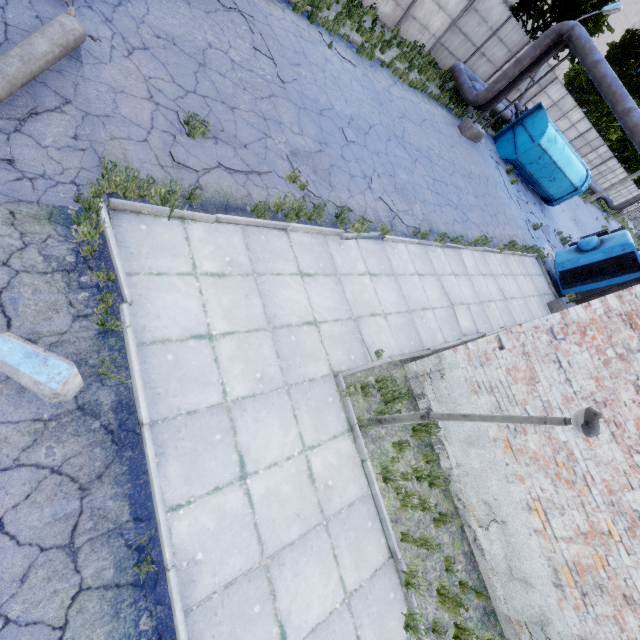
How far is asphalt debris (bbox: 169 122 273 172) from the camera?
5.5m

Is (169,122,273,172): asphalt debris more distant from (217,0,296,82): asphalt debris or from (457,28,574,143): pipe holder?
(457,28,574,143): pipe holder

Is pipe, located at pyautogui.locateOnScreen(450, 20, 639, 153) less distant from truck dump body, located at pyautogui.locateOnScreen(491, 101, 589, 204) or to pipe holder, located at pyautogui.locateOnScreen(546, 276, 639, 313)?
pipe holder, located at pyautogui.locateOnScreen(546, 276, 639, 313)

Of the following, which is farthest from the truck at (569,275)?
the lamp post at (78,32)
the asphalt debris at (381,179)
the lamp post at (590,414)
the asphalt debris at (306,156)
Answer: the lamp post at (78,32)

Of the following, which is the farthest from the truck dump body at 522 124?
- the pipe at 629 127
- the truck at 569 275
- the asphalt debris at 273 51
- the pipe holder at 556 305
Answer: the asphalt debris at 273 51

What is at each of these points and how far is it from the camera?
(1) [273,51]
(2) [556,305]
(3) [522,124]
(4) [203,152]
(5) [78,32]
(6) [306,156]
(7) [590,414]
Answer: (1) asphalt debris, 8.62m
(2) pipe holder, 14.06m
(3) truck dump body, 18.64m
(4) asphalt debris, 5.86m
(5) lamp post, 4.98m
(6) asphalt debris, 7.64m
(7) lamp post, 3.27m

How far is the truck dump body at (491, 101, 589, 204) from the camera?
18.0 meters

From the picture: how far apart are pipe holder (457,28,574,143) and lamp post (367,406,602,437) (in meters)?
16.78
